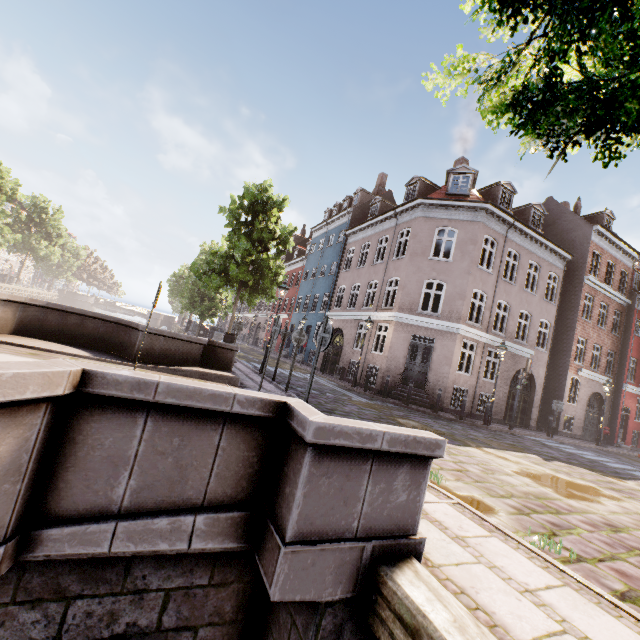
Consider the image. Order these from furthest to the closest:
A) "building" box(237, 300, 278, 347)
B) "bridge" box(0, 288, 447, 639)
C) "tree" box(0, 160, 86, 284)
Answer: "building" box(237, 300, 278, 347) < "tree" box(0, 160, 86, 284) < "bridge" box(0, 288, 447, 639)

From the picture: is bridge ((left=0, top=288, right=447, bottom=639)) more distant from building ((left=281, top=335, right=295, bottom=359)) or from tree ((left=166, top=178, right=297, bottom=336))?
building ((left=281, top=335, right=295, bottom=359))

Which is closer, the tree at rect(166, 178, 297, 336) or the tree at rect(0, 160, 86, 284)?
the tree at rect(166, 178, 297, 336)

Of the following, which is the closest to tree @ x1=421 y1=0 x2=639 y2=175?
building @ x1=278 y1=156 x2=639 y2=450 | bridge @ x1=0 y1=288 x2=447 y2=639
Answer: bridge @ x1=0 y1=288 x2=447 y2=639

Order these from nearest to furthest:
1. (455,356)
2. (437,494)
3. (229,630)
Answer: (229,630) < (437,494) < (455,356)

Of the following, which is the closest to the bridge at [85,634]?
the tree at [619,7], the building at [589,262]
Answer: the tree at [619,7]

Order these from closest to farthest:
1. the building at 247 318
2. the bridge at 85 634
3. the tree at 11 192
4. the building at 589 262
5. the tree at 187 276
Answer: the bridge at 85 634, the tree at 187 276, the building at 589 262, the tree at 11 192, the building at 247 318

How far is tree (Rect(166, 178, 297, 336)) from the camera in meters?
14.2 m
